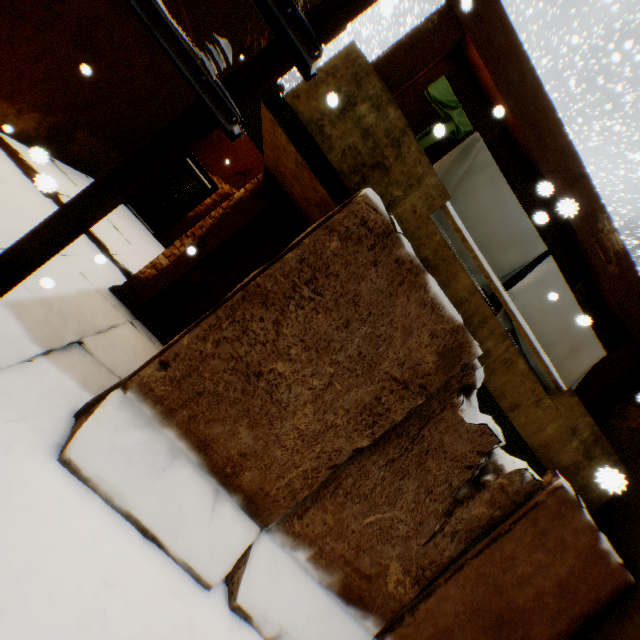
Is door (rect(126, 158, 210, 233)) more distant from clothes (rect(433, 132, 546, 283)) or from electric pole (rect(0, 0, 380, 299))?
electric pole (rect(0, 0, 380, 299))

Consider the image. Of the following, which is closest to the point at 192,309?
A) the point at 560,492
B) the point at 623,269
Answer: the point at 560,492

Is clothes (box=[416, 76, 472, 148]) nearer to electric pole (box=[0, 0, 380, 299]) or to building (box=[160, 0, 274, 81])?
building (box=[160, 0, 274, 81])

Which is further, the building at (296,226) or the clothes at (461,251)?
the building at (296,226)

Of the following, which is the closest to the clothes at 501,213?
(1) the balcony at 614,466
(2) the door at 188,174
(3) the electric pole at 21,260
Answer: (1) the balcony at 614,466

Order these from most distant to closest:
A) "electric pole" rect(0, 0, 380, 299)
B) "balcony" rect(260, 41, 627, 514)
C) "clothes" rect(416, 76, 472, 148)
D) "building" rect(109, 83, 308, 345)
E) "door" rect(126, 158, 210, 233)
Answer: "door" rect(126, 158, 210, 233), "building" rect(109, 83, 308, 345), "clothes" rect(416, 76, 472, 148), "balcony" rect(260, 41, 627, 514), "electric pole" rect(0, 0, 380, 299)

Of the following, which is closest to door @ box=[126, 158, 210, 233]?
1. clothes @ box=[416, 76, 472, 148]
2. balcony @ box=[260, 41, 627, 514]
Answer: balcony @ box=[260, 41, 627, 514]

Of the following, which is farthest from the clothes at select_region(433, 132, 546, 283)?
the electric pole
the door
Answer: the door
